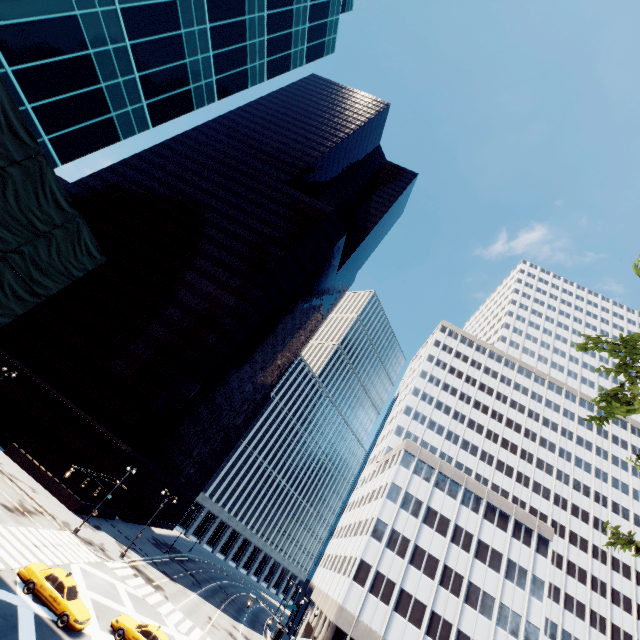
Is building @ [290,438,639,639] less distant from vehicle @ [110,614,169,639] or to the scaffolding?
vehicle @ [110,614,169,639]

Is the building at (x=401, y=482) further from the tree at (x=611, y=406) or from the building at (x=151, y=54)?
the building at (x=151, y=54)

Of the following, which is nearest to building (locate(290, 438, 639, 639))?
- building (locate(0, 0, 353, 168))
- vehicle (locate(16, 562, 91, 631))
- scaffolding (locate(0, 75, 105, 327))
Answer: vehicle (locate(16, 562, 91, 631))

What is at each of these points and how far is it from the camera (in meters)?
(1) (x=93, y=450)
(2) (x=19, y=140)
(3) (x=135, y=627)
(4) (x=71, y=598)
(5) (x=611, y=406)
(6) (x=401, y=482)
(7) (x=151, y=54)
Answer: (1) building, 41.94
(2) scaffolding, 13.49
(3) vehicle, 22.02
(4) vehicle, 19.64
(5) tree, 11.71
(6) building, 49.59
(7) building, 20.08

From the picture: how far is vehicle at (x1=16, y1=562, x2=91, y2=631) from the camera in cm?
1875

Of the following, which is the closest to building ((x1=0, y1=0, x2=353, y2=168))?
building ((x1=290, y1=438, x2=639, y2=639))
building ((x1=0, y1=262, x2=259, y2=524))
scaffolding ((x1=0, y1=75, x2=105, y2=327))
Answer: scaffolding ((x1=0, y1=75, x2=105, y2=327))

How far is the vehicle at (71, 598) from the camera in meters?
18.8

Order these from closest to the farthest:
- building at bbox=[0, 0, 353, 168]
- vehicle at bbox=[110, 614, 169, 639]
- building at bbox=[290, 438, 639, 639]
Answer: building at bbox=[0, 0, 353, 168] → vehicle at bbox=[110, 614, 169, 639] → building at bbox=[290, 438, 639, 639]
